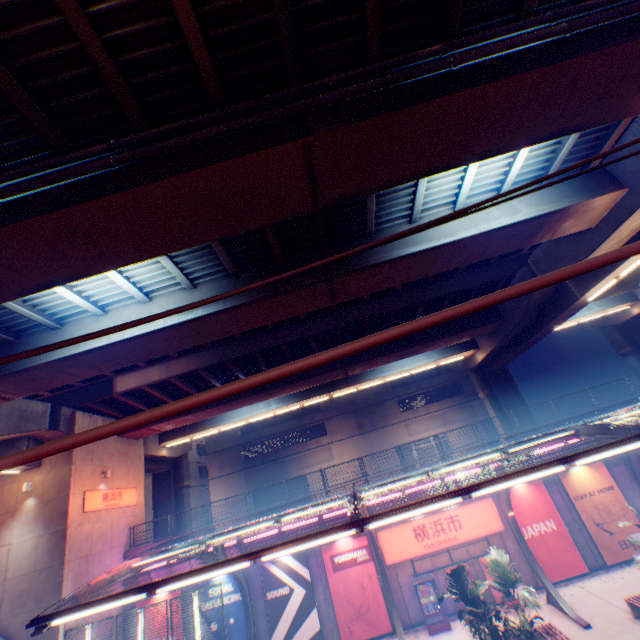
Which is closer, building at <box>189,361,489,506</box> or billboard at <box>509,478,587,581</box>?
billboard at <box>509,478,587,581</box>

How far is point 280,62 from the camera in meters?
6.8 m

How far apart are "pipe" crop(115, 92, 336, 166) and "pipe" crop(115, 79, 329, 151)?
0.3 meters

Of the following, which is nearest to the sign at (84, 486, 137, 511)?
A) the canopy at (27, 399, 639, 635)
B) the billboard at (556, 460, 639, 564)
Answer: the canopy at (27, 399, 639, 635)

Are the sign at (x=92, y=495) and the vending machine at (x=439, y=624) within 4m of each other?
no

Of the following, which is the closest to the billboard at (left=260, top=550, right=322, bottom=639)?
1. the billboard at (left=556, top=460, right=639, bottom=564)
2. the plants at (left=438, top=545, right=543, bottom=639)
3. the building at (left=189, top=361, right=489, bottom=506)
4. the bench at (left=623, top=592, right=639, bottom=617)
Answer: the plants at (left=438, top=545, right=543, bottom=639)

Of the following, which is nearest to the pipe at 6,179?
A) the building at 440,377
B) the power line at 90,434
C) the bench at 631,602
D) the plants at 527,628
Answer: the power line at 90,434

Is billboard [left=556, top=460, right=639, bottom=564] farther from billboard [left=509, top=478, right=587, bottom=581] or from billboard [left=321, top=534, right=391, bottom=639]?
billboard [left=321, top=534, right=391, bottom=639]
